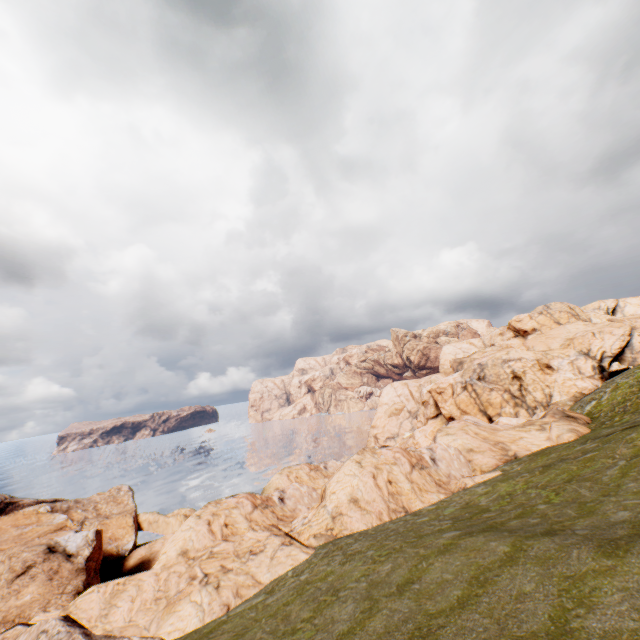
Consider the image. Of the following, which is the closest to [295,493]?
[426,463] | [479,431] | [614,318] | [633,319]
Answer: [426,463]
